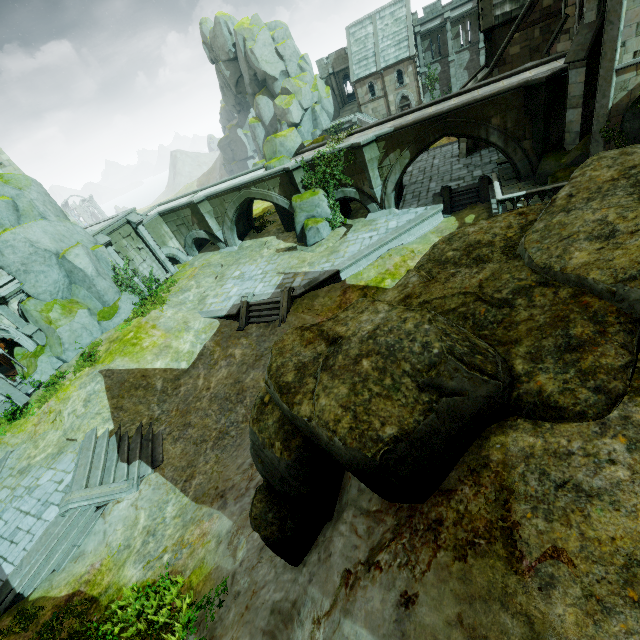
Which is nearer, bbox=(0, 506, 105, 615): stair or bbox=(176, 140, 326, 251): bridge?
bbox=(0, 506, 105, 615): stair

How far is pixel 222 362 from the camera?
17.6m

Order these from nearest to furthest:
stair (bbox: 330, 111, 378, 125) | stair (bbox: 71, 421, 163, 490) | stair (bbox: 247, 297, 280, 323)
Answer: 1. stair (bbox: 71, 421, 163, 490)
2. stair (bbox: 247, 297, 280, 323)
3. stair (bbox: 330, 111, 378, 125)

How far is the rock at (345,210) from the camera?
24.1 meters

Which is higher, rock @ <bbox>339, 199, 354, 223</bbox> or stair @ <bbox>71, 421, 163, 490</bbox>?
rock @ <bbox>339, 199, 354, 223</bbox>

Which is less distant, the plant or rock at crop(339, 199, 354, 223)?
the plant

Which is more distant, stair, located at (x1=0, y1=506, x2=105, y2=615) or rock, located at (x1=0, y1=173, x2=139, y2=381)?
rock, located at (x1=0, y1=173, x2=139, y2=381)

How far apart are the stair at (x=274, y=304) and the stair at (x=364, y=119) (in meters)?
38.34
